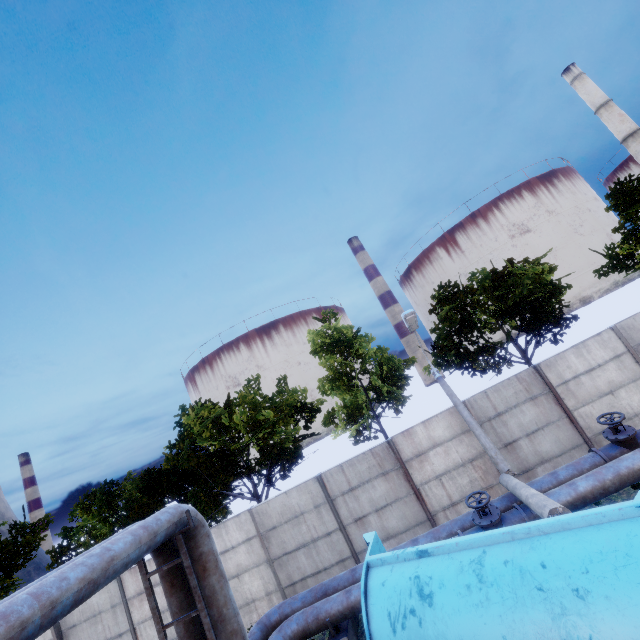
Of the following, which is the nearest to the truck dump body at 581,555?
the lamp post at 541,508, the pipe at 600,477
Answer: the pipe at 600,477

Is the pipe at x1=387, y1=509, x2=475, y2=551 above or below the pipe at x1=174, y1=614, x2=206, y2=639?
below

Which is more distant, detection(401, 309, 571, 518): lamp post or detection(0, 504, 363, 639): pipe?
detection(401, 309, 571, 518): lamp post

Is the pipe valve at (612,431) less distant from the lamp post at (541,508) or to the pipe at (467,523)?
the pipe at (467,523)

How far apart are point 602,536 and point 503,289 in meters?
13.4

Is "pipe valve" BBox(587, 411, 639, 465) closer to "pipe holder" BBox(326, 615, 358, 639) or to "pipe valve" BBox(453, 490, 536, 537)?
"pipe valve" BBox(453, 490, 536, 537)

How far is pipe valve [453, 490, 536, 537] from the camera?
8.0m

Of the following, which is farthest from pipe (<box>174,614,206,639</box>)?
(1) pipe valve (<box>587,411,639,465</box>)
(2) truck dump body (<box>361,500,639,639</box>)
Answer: (2) truck dump body (<box>361,500,639,639</box>)
